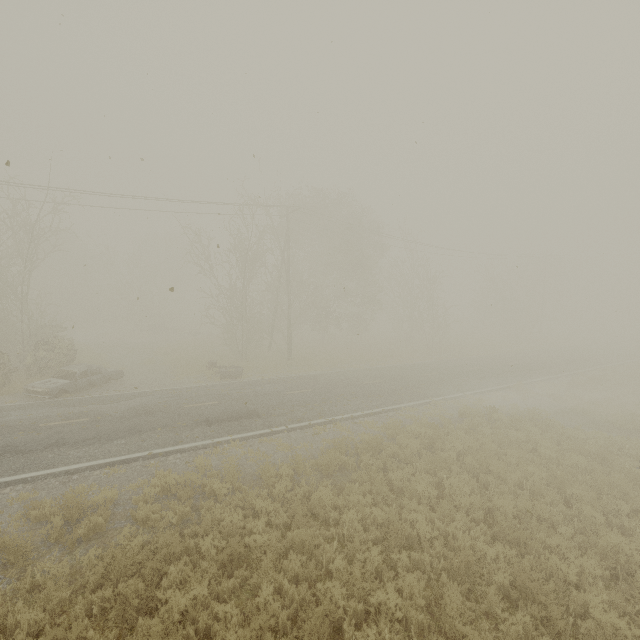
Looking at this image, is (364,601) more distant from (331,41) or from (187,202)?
(187,202)

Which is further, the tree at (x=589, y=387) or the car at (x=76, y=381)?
the tree at (x=589, y=387)

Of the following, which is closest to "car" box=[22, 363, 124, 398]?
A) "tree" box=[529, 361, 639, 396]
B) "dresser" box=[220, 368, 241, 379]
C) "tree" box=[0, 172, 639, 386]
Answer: "dresser" box=[220, 368, 241, 379]

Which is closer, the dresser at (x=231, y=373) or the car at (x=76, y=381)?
the car at (x=76, y=381)

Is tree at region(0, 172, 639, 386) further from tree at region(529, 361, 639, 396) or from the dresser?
the dresser

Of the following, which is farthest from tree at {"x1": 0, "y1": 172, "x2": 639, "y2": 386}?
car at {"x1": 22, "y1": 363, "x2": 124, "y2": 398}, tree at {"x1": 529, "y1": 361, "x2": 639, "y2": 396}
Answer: car at {"x1": 22, "y1": 363, "x2": 124, "y2": 398}

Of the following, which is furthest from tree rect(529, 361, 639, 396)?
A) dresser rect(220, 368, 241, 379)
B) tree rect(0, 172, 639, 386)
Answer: tree rect(0, 172, 639, 386)

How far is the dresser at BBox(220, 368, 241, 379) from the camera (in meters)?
19.98
